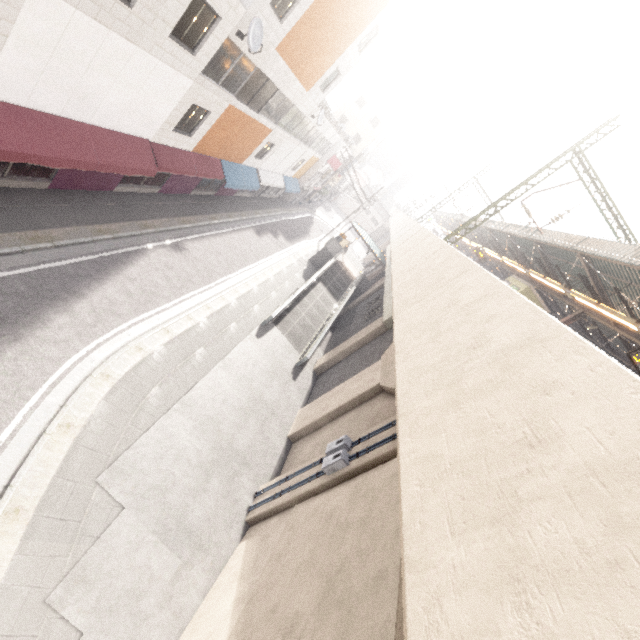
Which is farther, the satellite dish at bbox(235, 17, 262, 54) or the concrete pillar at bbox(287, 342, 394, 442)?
the concrete pillar at bbox(287, 342, 394, 442)

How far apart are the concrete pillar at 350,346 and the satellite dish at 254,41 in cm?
1287

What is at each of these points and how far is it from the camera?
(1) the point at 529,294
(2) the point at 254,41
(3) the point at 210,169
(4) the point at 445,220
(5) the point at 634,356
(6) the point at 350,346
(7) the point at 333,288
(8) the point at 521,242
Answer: (1) elevator, 21.7 meters
(2) satellite dish, 11.8 meters
(3) awning, 17.7 meters
(4) awning structure, 50.8 meters
(5) sign, 10.9 meters
(6) concrete pillar, 18.4 meters
(7) ramp, 27.3 meters
(8) awning structure, 22.8 meters

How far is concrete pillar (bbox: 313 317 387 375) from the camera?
17.83m

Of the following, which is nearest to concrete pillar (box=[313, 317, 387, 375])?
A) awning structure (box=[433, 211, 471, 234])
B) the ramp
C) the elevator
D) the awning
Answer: the ramp

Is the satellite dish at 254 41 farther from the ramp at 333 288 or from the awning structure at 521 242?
the awning structure at 521 242

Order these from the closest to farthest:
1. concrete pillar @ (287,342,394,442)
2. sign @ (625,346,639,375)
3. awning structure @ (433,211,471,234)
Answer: sign @ (625,346,639,375) → concrete pillar @ (287,342,394,442) → awning structure @ (433,211,471,234)

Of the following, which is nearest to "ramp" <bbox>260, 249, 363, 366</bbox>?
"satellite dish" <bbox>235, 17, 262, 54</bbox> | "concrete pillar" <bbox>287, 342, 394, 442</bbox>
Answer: "concrete pillar" <bbox>287, 342, 394, 442</bbox>
